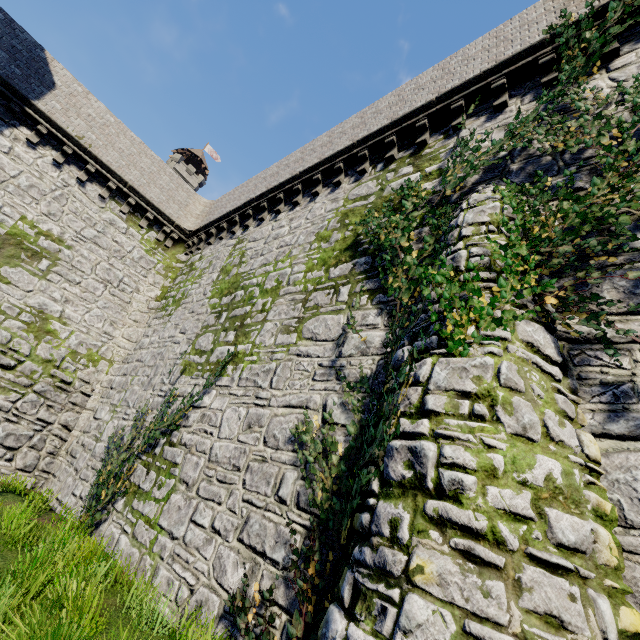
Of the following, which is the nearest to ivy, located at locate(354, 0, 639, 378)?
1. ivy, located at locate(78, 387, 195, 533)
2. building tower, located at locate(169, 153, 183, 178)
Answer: ivy, located at locate(78, 387, 195, 533)

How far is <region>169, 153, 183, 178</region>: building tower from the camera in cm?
5869

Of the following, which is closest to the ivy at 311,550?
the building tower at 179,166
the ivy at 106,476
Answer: the ivy at 106,476

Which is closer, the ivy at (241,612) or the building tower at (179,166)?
the ivy at (241,612)

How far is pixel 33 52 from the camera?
13.4 meters

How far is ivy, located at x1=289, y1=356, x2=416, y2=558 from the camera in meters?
4.1 m

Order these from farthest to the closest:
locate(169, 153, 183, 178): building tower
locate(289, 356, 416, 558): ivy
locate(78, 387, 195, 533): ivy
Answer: locate(169, 153, 183, 178): building tower, locate(78, 387, 195, 533): ivy, locate(289, 356, 416, 558): ivy

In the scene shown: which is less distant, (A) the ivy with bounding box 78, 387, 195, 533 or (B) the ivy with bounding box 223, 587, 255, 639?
(B) the ivy with bounding box 223, 587, 255, 639
